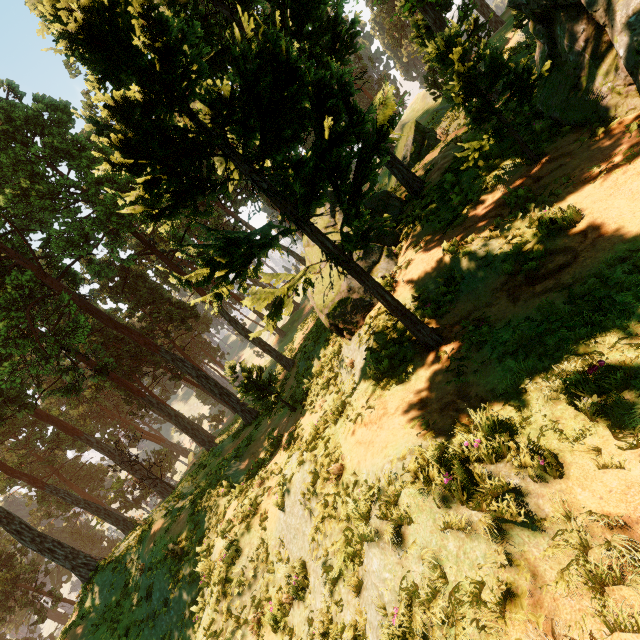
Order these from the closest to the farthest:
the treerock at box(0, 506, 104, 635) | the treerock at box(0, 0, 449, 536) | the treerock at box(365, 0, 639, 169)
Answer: the treerock at box(0, 0, 449, 536), the treerock at box(365, 0, 639, 169), the treerock at box(0, 506, 104, 635)

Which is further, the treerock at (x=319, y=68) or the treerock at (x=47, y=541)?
the treerock at (x=47, y=541)

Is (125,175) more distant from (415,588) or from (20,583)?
(20,583)

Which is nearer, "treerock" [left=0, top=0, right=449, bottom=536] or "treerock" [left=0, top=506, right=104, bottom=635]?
"treerock" [left=0, top=0, right=449, bottom=536]
